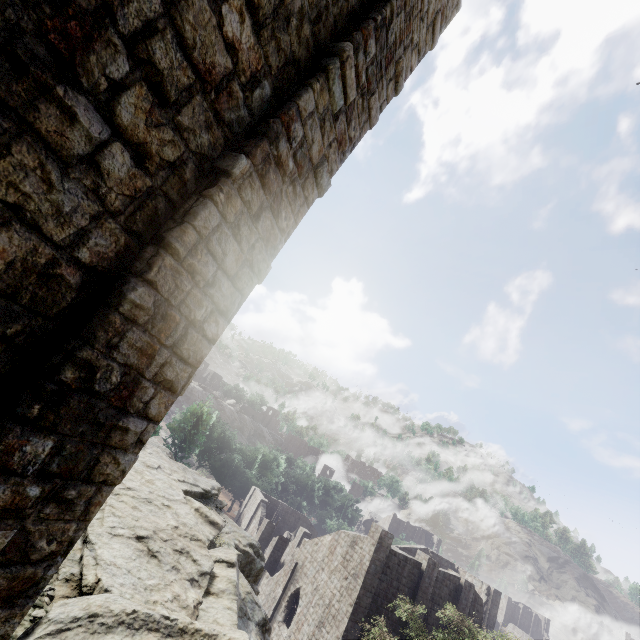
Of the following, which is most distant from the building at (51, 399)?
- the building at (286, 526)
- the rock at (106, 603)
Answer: the building at (286, 526)

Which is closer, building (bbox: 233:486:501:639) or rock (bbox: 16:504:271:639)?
rock (bbox: 16:504:271:639)

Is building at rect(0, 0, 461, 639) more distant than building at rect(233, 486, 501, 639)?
No

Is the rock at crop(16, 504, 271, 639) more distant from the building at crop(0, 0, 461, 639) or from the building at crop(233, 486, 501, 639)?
the building at crop(233, 486, 501, 639)

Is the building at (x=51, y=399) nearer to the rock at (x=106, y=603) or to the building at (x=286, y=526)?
Answer: the rock at (x=106, y=603)

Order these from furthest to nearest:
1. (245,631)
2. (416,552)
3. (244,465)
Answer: (244,465)
(416,552)
(245,631)

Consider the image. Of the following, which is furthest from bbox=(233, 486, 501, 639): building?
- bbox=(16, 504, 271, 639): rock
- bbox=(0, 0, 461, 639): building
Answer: bbox=(16, 504, 271, 639): rock

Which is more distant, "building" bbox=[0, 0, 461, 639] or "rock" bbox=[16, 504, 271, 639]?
Answer: "rock" bbox=[16, 504, 271, 639]
